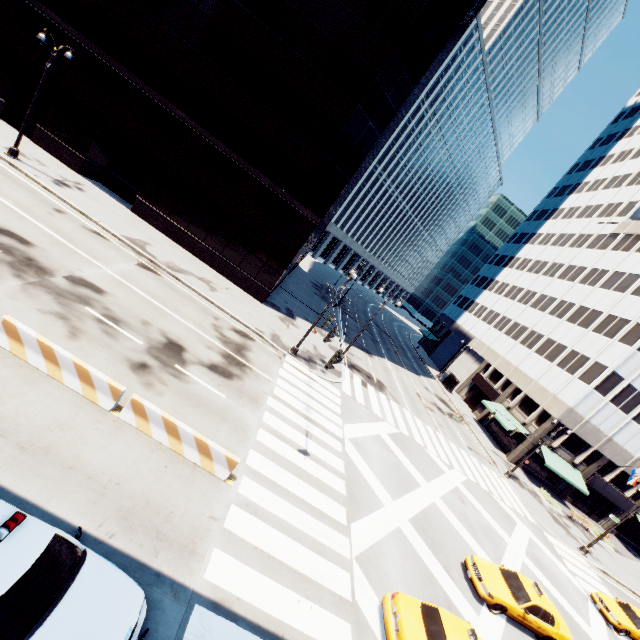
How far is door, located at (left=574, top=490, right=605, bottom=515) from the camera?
38.3m

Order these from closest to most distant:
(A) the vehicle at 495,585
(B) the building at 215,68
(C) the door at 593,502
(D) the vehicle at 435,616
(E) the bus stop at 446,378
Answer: (D) the vehicle at 435,616 < (A) the vehicle at 495,585 < (B) the building at 215,68 < (C) the door at 593,502 < (E) the bus stop at 446,378

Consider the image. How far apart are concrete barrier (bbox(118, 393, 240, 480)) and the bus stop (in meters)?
44.85

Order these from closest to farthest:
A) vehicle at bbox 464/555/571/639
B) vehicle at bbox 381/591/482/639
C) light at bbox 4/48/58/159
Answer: vehicle at bbox 381/591/482/639
vehicle at bbox 464/555/571/639
light at bbox 4/48/58/159

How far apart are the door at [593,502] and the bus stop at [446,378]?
18.74m

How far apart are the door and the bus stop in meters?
18.7 m

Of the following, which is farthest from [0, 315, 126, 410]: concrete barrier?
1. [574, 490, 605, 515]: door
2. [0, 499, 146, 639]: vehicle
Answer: [574, 490, 605, 515]: door

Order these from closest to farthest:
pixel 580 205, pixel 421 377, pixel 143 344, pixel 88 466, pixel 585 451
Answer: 1. pixel 88 466
2. pixel 143 344
3. pixel 585 451
4. pixel 421 377
5. pixel 580 205
